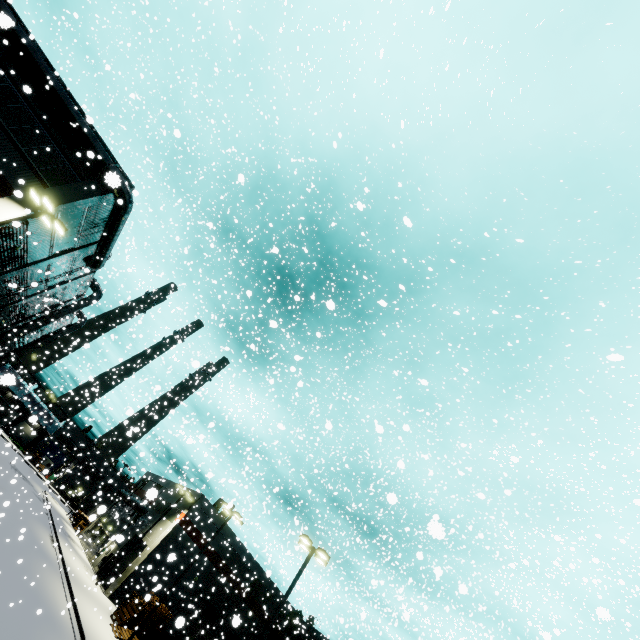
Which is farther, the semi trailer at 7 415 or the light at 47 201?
the semi trailer at 7 415

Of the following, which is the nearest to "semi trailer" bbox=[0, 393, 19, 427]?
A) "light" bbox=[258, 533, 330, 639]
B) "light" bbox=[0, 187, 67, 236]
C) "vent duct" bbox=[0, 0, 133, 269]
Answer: "vent duct" bbox=[0, 0, 133, 269]

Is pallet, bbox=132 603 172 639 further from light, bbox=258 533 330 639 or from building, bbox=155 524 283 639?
light, bbox=258 533 330 639

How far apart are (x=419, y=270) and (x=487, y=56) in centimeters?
1782cm

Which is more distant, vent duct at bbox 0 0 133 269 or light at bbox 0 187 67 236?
vent duct at bbox 0 0 133 269

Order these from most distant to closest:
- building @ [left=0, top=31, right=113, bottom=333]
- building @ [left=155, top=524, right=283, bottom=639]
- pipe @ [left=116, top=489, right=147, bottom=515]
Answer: pipe @ [left=116, top=489, right=147, bottom=515] < building @ [left=155, top=524, right=283, bottom=639] < building @ [left=0, top=31, right=113, bottom=333]

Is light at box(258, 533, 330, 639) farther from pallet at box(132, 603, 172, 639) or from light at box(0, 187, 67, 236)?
light at box(0, 187, 67, 236)

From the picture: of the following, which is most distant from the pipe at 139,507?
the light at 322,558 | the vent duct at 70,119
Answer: the light at 322,558
